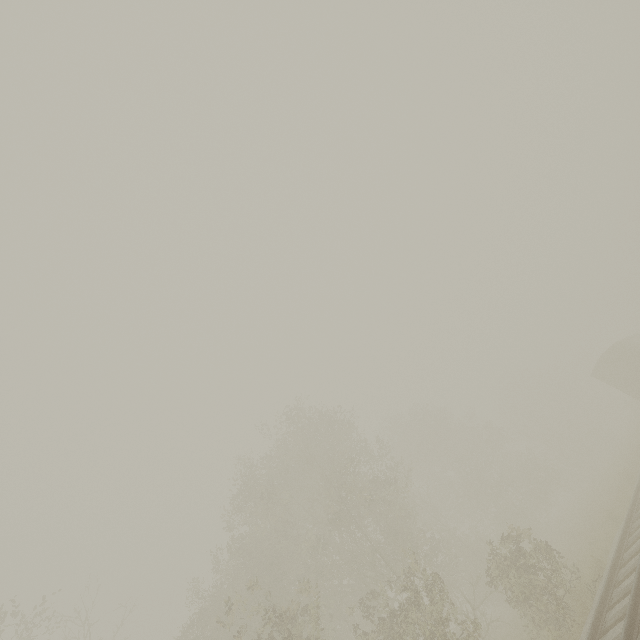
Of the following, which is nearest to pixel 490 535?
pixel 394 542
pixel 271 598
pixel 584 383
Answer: pixel 394 542

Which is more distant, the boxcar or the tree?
the boxcar

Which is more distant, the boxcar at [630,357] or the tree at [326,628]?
the boxcar at [630,357]
